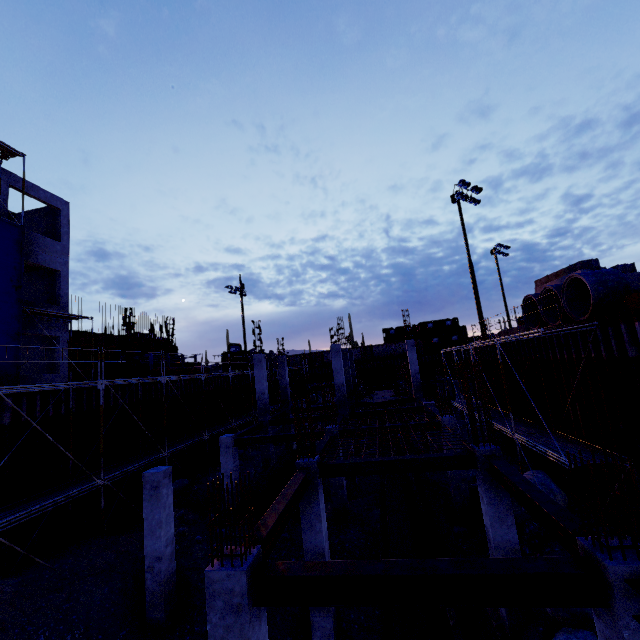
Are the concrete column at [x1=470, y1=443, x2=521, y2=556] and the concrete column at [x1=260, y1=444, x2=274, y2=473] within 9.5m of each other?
no

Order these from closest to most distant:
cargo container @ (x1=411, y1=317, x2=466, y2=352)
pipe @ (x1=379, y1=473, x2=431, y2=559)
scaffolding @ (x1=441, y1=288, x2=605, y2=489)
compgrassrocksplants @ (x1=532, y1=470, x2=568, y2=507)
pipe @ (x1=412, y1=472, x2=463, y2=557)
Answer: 1. pipe @ (x1=379, y1=473, x2=431, y2=559)
2. pipe @ (x1=412, y1=472, x2=463, y2=557)
3. scaffolding @ (x1=441, y1=288, x2=605, y2=489)
4. compgrassrocksplants @ (x1=532, y1=470, x2=568, y2=507)
5. cargo container @ (x1=411, y1=317, x2=466, y2=352)

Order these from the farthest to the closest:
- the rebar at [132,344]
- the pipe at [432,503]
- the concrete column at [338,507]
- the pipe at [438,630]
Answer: the rebar at [132,344] < the concrete column at [338,507] < the pipe at [432,503] < the pipe at [438,630]

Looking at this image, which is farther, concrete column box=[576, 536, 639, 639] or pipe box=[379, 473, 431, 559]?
pipe box=[379, 473, 431, 559]

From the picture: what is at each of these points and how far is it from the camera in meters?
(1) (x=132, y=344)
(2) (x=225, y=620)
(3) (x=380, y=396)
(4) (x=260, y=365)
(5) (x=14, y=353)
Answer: (1) rebar, 24.0
(2) concrete column, 4.3
(3) plywood, 25.8
(4) concrete column, 20.3
(5) tarp, 14.7

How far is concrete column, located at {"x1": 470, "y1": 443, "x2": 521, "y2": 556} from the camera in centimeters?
812cm

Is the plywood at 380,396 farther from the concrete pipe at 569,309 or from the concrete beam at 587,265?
the concrete beam at 587,265

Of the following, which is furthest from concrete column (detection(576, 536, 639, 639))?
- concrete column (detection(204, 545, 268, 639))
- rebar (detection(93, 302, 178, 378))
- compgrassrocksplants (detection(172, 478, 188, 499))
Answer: compgrassrocksplants (detection(172, 478, 188, 499))
